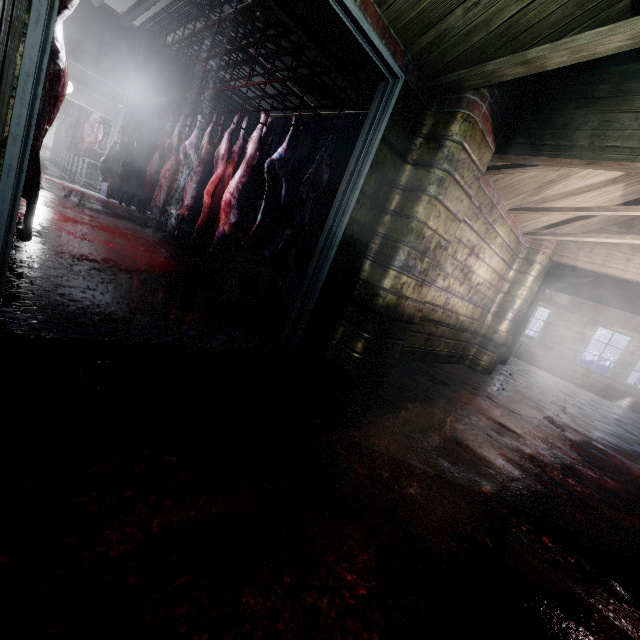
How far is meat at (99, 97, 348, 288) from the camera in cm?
340

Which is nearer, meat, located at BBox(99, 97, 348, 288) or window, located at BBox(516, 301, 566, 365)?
meat, located at BBox(99, 97, 348, 288)

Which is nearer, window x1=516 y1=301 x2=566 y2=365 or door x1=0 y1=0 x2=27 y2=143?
door x1=0 y1=0 x2=27 y2=143

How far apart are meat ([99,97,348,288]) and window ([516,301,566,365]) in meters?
9.9 m

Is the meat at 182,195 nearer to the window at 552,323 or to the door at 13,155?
the door at 13,155

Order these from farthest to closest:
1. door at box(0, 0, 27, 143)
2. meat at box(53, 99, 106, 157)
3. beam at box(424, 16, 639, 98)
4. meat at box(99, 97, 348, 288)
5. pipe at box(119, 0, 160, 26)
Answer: meat at box(53, 99, 106, 157) < pipe at box(119, 0, 160, 26) < meat at box(99, 97, 348, 288) < beam at box(424, 16, 639, 98) < door at box(0, 0, 27, 143)

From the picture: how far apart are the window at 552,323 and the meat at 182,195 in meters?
9.9

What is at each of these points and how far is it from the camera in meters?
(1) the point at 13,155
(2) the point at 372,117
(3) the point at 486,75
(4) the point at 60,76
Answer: (1) door, 1.1
(2) door, 2.1
(3) beam, 1.9
(4) meat, 1.9
